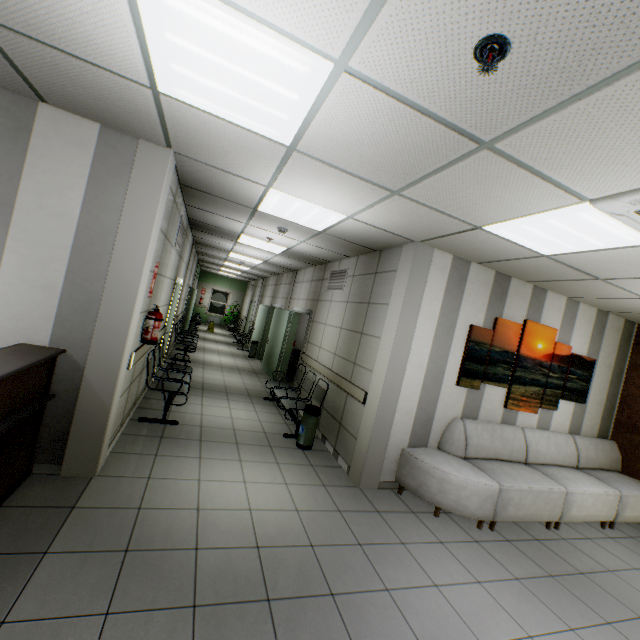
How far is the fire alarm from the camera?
1.29m

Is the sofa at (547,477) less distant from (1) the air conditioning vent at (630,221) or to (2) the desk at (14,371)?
(1) the air conditioning vent at (630,221)

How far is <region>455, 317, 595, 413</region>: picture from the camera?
4.6m

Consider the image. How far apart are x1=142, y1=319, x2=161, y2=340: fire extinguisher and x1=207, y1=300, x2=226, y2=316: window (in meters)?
17.18

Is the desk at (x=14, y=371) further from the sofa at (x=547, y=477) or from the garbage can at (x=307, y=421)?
the sofa at (x=547, y=477)

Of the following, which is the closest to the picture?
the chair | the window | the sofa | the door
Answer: the sofa

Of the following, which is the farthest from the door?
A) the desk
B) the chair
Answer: the desk

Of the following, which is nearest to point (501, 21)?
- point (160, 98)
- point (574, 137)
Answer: point (574, 137)
